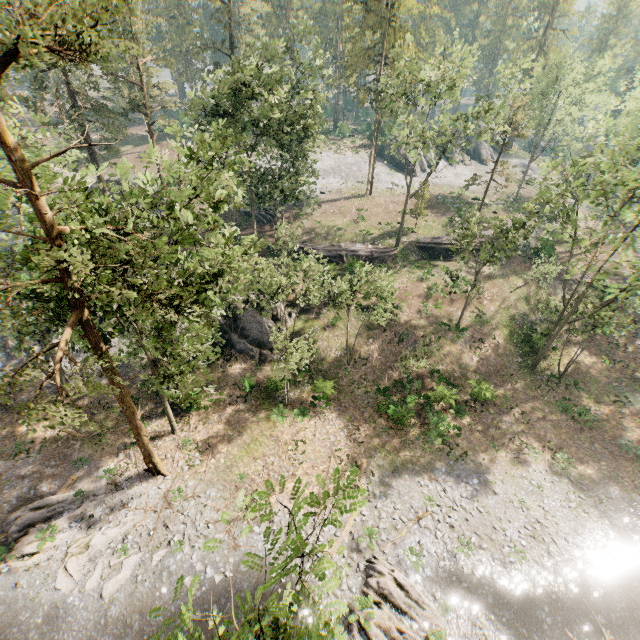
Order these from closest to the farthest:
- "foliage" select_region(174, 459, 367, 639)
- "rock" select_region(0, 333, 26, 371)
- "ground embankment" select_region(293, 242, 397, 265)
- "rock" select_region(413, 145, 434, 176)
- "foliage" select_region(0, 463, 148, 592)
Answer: "foliage" select_region(174, 459, 367, 639) < "foliage" select_region(0, 463, 148, 592) < "rock" select_region(0, 333, 26, 371) < "ground embankment" select_region(293, 242, 397, 265) < "rock" select_region(413, 145, 434, 176)

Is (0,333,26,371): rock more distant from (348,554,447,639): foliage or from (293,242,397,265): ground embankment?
(348,554,447,639): foliage

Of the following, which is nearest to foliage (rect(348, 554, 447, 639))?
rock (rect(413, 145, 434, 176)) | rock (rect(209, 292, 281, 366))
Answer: rock (rect(413, 145, 434, 176))

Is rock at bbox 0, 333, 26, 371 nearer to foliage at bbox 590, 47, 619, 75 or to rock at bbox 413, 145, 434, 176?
foliage at bbox 590, 47, 619, 75

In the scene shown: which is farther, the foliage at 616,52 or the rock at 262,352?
the foliage at 616,52

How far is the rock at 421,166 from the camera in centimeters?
5543cm

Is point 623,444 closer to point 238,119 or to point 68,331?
point 68,331

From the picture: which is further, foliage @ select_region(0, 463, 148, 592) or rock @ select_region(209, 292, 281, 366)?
rock @ select_region(209, 292, 281, 366)
